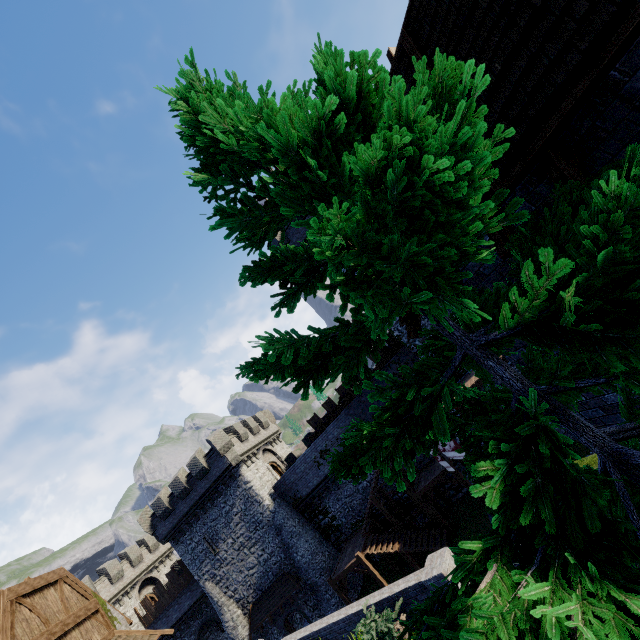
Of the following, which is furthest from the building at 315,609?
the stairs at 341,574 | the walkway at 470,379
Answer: the walkway at 470,379

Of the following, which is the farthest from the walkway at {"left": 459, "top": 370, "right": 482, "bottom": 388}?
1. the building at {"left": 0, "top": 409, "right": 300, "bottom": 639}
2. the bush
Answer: the building at {"left": 0, "top": 409, "right": 300, "bottom": 639}

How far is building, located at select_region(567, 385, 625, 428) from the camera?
5.2m

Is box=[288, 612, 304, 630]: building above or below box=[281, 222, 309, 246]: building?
below

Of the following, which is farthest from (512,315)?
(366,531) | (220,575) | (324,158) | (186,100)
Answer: (220,575)

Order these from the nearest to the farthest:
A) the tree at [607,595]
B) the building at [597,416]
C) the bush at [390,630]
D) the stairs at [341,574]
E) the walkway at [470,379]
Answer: the tree at [607,595], the building at [597,416], the bush at [390,630], the walkway at [470,379], the stairs at [341,574]

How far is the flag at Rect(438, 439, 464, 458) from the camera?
18.7m

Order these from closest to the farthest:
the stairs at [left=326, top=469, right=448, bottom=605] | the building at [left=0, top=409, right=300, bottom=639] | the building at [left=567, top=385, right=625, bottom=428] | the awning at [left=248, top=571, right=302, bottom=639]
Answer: the building at [left=567, top=385, right=625, bottom=428]
the building at [left=0, top=409, right=300, bottom=639]
the stairs at [left=326, top=469, right=448, bottom=605]
the awning at [left=248, top=571, right=302, bottom=639]
